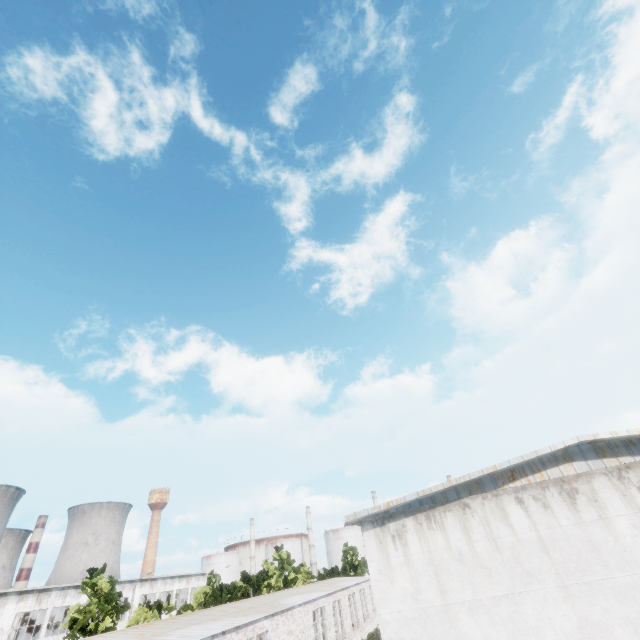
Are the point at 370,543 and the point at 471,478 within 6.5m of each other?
yes
